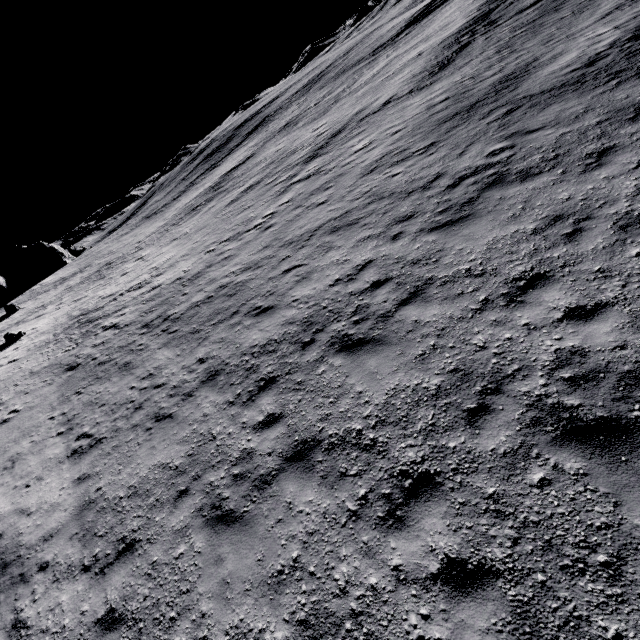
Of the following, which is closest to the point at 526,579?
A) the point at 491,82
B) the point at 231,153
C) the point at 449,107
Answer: the point at 449,107
